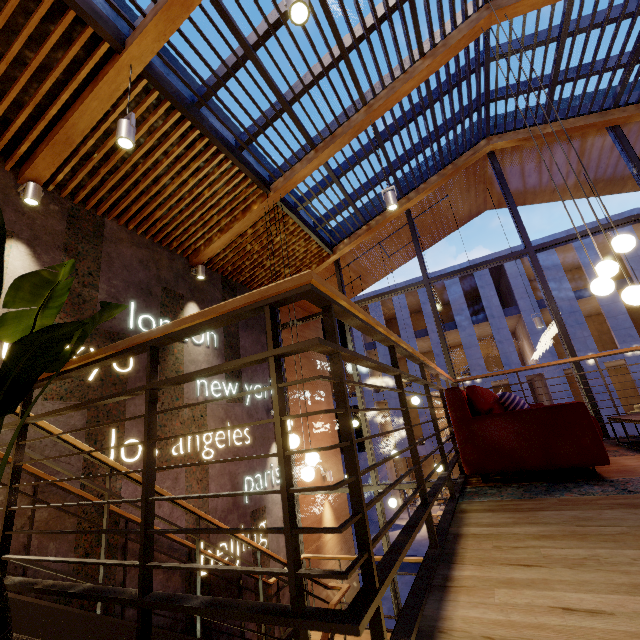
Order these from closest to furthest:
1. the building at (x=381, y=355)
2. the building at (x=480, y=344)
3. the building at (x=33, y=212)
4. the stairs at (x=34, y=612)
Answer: the stairs at (x=34, y=612) → the building at (x=33, y=212) → the building at (x=480, y=344) → the building at (x=381, y=355)

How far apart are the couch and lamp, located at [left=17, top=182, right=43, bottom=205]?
5.3 meters

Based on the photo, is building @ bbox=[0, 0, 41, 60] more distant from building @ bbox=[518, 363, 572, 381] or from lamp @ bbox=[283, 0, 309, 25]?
building @ bbox=[518, 363, 572, 381]

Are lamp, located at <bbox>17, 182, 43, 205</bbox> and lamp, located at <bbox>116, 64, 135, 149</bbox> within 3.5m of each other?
yes

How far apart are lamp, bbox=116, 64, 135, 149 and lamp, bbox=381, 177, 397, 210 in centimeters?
320cm

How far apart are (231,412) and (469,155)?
7.44m

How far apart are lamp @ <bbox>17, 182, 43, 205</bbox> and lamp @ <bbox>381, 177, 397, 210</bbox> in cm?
450

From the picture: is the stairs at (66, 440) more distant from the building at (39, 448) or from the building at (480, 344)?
the building at (480, 344)
